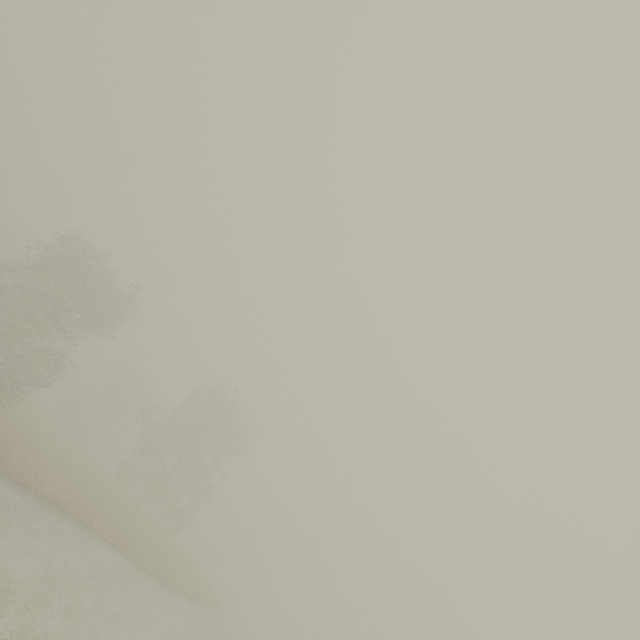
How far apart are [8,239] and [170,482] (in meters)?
50.44
